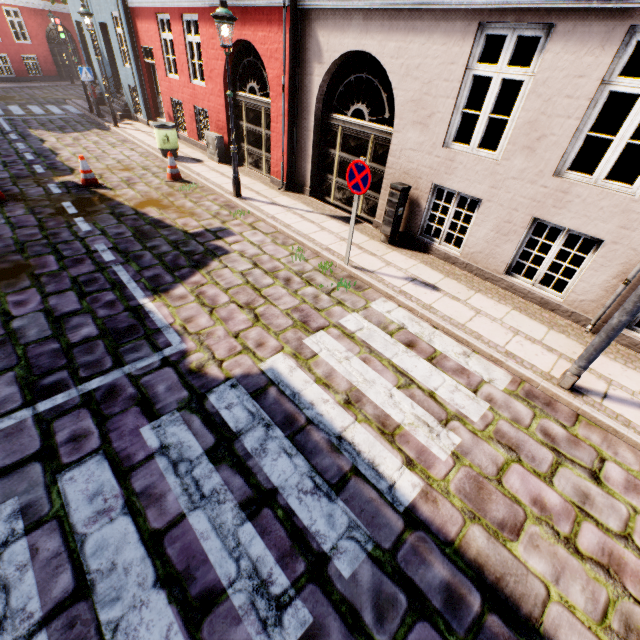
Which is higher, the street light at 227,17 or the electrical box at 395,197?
the street light at 227,17

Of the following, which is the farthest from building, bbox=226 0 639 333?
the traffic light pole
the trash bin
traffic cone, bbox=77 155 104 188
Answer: traffic cone, bbox=77 155 104 188

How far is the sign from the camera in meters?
5.2 m

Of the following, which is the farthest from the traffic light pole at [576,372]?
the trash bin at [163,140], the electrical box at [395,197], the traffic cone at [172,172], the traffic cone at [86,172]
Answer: the trash bin at [163,140]

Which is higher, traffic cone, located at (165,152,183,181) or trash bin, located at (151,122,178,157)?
trash bin, located at (151,122,178,157)

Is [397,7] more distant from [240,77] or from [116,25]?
[116,25]

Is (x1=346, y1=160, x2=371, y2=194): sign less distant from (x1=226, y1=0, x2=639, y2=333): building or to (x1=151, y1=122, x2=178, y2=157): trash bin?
(x1=226, y1=0, x2=639, y2=333): building

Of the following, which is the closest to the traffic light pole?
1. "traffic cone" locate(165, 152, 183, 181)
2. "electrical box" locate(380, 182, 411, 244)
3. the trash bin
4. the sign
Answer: the sign
